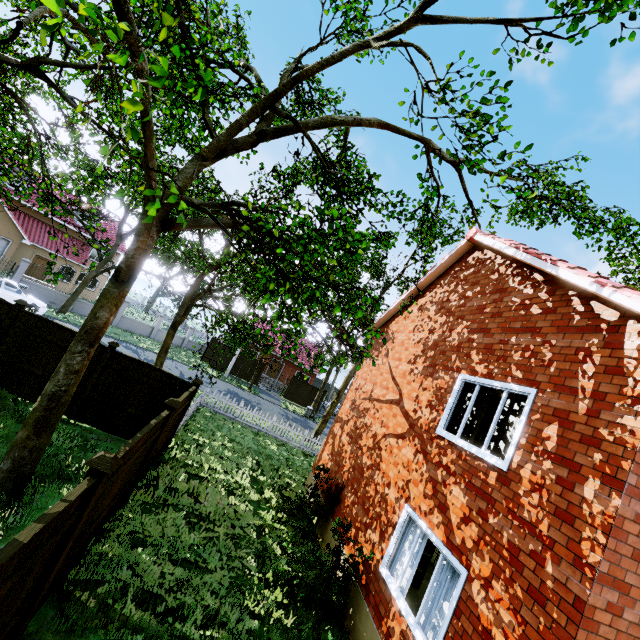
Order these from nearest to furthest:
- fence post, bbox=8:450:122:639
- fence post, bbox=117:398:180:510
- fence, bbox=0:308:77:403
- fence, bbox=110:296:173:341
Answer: fence post, bbox=8:450:122:639 → fence post, bbox=117:398:180:510 → fence, bbox=0:308:77:403 → fence, bbox=110:296:173:341

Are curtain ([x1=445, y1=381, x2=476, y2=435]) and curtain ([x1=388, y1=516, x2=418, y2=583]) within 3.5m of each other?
yes

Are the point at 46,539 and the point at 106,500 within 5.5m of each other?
yes

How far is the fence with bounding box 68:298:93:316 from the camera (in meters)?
25.87

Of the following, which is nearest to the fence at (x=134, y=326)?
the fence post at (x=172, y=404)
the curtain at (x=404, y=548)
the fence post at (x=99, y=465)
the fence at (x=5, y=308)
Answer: the fence at (x=5, y=308)

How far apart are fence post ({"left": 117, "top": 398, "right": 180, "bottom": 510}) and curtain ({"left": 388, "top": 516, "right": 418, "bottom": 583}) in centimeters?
552cm

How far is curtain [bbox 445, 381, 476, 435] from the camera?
6.7 meters

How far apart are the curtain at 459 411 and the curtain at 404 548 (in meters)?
1.76
